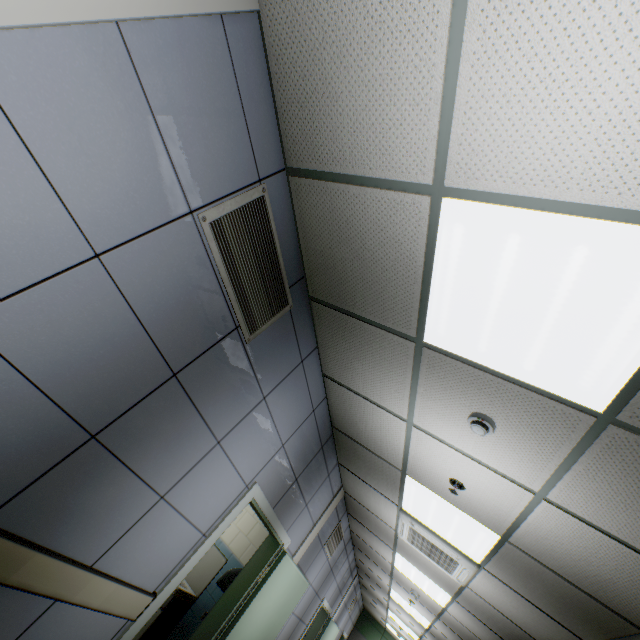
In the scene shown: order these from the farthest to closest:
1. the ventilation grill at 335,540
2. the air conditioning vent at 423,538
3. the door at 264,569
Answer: the ventilation grill at 335,540, the air conditioning vent at 423,538, the door at 264,569

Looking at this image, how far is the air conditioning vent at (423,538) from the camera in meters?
3.7

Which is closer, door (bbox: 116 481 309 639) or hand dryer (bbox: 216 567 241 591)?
door (bbox: 116 481 309 639)

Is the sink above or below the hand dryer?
below

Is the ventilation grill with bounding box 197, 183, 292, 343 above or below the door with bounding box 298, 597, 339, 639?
above

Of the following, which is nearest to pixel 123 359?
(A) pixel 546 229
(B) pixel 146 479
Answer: (B) pixel 146 479

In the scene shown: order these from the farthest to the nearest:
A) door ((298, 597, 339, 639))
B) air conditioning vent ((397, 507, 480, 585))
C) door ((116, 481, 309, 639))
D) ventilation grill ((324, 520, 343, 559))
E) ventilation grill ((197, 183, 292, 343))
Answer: door ((298, 597, 339, 639)), ventilation grill ((324, 520, 343, 559)), air conditioning vent ((397, 507, 480, 585)), door ((116, 481, 309, 639)), ventilation grill ((197, 183, 292, 343))

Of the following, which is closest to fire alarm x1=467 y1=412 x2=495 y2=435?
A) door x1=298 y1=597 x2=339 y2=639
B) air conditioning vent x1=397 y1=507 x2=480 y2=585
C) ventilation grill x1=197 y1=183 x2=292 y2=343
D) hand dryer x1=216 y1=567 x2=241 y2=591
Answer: ventilation grill x1=197 y1=183 x2=292 y2=343
